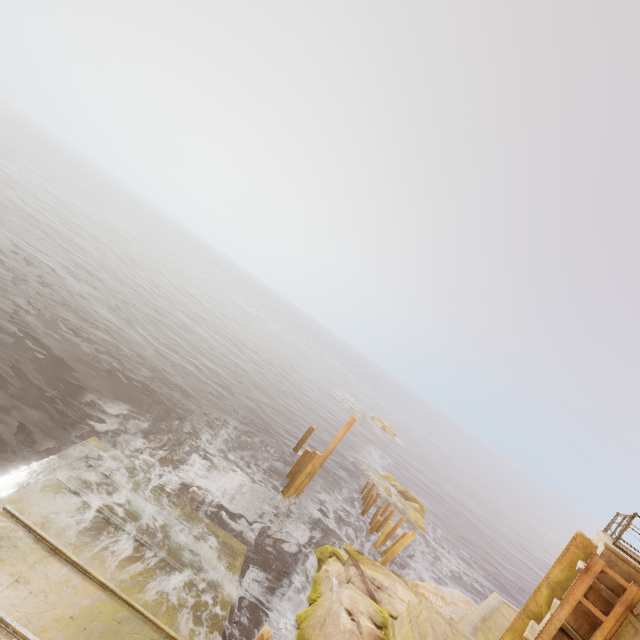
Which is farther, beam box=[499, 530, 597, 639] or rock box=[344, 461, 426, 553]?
rock box=[344, 461, 426, 553]

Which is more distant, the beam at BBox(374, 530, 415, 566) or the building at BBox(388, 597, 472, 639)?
the beam at BBox(374, 530, 415, 566)

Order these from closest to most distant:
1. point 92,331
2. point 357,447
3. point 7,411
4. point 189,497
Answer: point 7,411 < point 189,497 < point 92,331 < point 357,447

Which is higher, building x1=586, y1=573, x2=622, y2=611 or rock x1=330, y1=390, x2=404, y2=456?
building x1=586, y1=573, x2=622, y2=611

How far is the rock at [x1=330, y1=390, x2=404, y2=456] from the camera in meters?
45.8 m

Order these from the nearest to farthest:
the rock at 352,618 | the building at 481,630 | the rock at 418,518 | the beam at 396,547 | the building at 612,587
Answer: the building at 612,587 < the rock at 352,618 < the building at 481,630 < the beam at 396,547 < the rock at 418,518

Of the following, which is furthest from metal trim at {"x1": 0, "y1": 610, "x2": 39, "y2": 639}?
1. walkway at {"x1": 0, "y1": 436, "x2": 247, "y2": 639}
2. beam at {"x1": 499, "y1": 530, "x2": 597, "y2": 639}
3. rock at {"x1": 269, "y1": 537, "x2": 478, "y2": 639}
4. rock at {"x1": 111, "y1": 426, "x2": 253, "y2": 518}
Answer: beam at {"x1": 499, "y1": 530, "x2": 597, "y2": 639}

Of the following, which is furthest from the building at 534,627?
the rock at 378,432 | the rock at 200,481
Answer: the rock at 378,432
